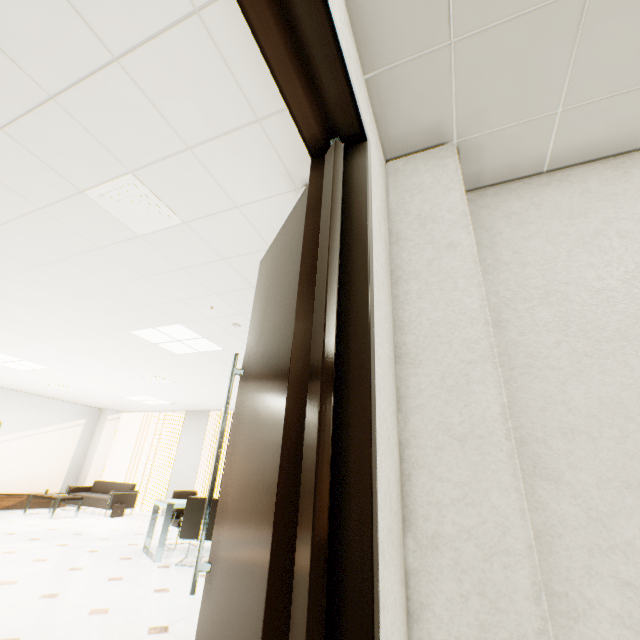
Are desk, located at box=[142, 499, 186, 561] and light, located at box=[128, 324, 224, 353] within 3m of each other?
yes

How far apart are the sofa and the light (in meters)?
6.03

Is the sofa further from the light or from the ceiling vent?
the ceiling vent

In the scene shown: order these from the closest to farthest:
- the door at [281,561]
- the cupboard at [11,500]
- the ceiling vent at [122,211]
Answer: the door at [281,561]
the ceiling vent at [122,211]
the cupboard at [11,500]

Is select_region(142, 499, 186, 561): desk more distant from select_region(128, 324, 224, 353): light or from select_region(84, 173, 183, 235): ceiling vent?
select_region(84, 173, 183, 235): ceiling vent

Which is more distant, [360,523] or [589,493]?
[589,493]

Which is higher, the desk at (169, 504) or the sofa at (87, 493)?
the desk at (169, 504)

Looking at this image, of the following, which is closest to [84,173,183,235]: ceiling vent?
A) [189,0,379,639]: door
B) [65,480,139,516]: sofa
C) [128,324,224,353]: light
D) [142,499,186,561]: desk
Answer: [189,0,379,639]: door
